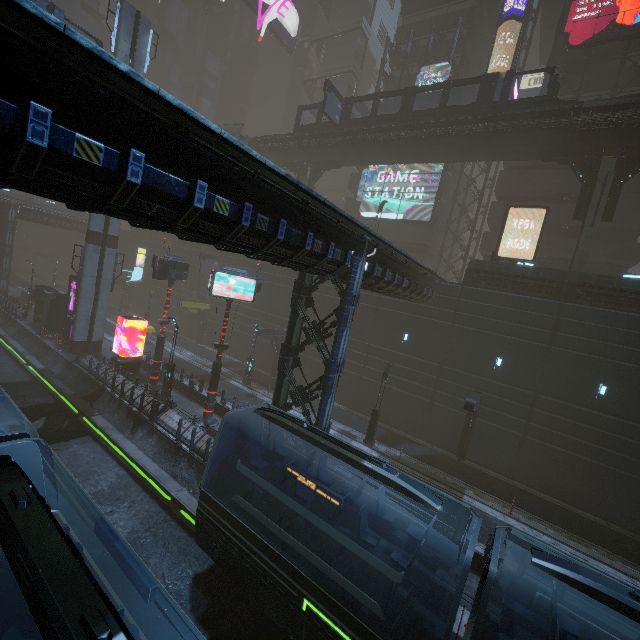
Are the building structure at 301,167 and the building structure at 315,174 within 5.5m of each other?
yes

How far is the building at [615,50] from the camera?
28.0 meters

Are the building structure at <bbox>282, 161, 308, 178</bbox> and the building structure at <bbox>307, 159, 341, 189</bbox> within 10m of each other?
yes

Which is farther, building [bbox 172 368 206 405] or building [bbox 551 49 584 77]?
building [bbox 551 49 584 77]

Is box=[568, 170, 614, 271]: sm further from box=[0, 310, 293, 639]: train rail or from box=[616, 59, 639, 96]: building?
box=[0, 310, 293, 639]: train rail

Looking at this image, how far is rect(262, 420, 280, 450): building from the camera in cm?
1520

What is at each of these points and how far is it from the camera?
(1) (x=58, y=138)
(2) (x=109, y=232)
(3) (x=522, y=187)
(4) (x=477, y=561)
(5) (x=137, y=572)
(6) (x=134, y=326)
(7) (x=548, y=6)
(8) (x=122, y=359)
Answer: (1) building, 4.8m
(2) sm, 26.2m
(3) building, 30.5m
(4) building, 12.6m
(5) train, 5.1m
(6) car, 33.8m
(7) building, 36.3m
(8) sign, 23.8m

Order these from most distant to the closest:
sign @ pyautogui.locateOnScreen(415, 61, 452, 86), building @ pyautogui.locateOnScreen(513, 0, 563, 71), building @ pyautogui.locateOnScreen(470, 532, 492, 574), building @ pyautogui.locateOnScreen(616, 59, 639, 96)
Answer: sign @ pyautogui.locateOnScreen(415, 61, 452, 86) → building @ pyautogui.locateOnScreen(513, 0, 563, 71) → building @ pyautogui.locateOnScreen(616, 59, 639, 96) → building @ pyautogui.locateOnScreen(470, 532, 492, 574)
